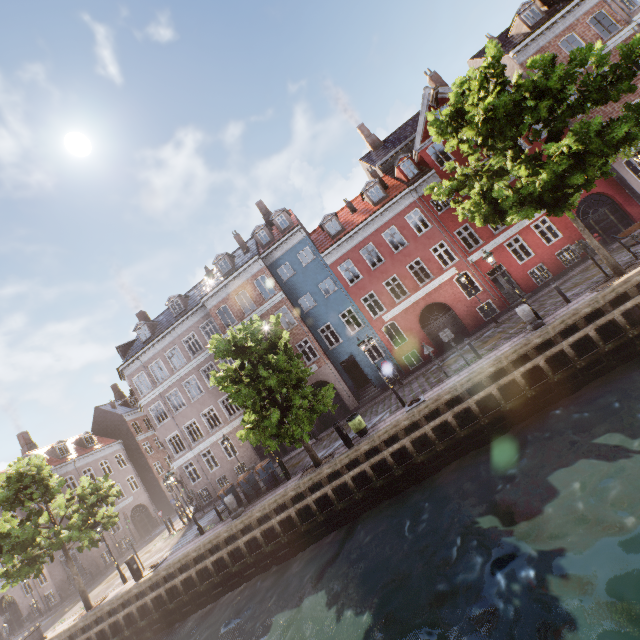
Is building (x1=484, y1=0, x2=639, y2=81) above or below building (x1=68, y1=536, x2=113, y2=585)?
above

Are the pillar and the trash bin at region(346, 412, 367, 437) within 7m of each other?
no

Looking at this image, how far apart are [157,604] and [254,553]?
6.1 meters

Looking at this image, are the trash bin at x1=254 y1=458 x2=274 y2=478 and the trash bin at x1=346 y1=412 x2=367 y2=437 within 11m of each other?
yes

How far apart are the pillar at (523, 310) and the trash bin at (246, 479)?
15.72m

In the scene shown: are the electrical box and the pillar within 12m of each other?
no

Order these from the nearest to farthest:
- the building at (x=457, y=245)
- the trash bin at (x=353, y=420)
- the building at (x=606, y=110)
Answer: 1. the trash bin at (x=353, y=420)
2. the building at (x=606, y=110)
3. the building at (x=457, y=245)

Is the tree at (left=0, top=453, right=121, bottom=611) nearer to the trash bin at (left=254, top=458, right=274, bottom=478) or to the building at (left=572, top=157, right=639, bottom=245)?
the trash bin at (left=254, top=458, right=274, bottom=478)
